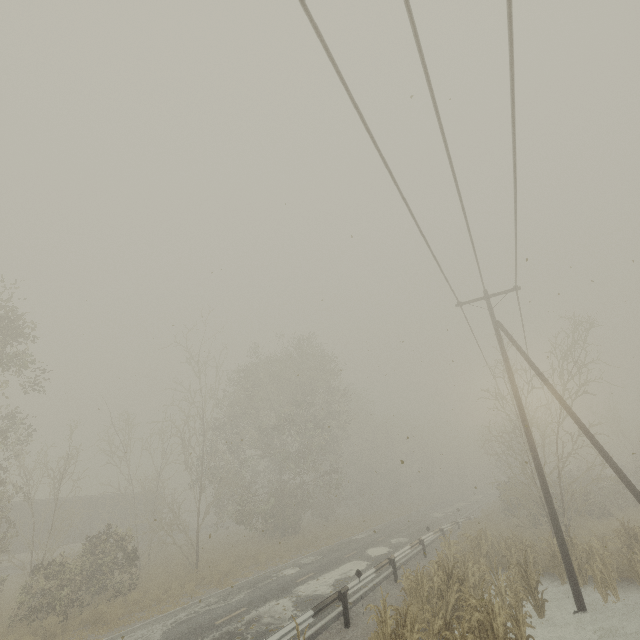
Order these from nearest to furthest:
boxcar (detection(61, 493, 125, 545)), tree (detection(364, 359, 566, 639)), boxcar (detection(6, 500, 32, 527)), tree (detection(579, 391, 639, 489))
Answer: tree (detection(364, 359, 566, 639)) < boxcar (detection(6, 500, 32, 527)) < tree (detection(579, 391, 639, 489)) < boxcar (detection(61, 493, 125, 545))

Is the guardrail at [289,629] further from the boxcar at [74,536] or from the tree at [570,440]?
the boxcar at [74,536]

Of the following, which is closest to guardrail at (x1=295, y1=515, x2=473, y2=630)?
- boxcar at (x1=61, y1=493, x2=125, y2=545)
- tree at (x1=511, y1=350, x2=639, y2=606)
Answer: tree at (x1=511, y1=350, x2=639, y2=606)

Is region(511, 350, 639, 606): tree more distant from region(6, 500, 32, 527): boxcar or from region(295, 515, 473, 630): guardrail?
region(6, 500, 32, 527): boxcar

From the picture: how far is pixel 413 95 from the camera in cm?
607

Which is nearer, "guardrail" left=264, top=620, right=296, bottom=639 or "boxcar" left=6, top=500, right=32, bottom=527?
"guardrail" left=264, top=620, right=296, bottom=639
